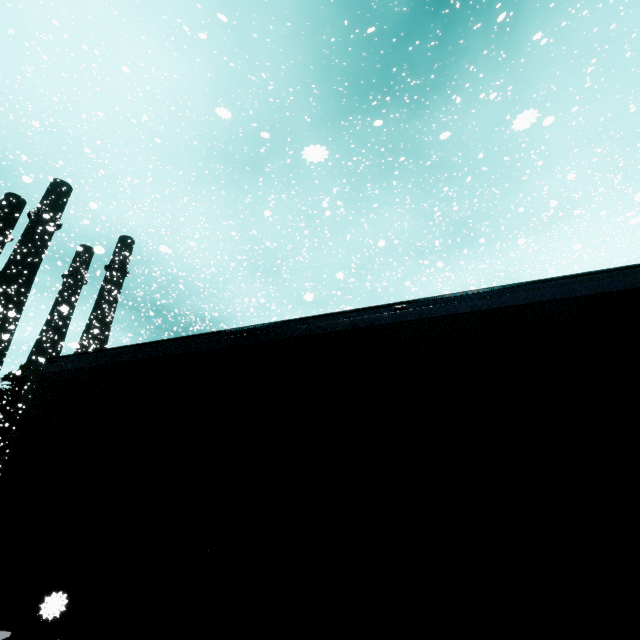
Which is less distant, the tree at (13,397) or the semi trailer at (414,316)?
the semi trailer at (414,316)

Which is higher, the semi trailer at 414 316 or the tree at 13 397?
the tree at 13 397

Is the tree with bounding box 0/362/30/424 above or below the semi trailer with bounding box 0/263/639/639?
above

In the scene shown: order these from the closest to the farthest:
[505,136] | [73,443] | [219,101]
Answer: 1. [73,443]
2. [505,136]
3. [219,101]

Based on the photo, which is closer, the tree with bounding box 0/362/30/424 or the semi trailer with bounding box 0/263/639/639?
the semi trailer with bounding box 0/263/639/639
